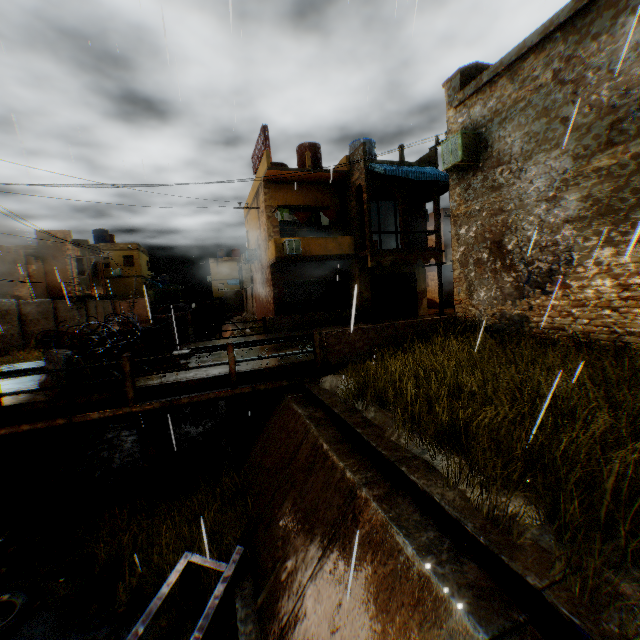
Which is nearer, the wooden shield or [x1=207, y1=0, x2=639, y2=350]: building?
[x1=207, y1=0, x2=639, y2=350]: building

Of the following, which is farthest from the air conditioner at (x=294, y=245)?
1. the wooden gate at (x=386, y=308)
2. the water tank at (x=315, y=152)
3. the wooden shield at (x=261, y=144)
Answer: the water tank at (x=315, y=152)

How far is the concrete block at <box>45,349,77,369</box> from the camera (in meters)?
7.63

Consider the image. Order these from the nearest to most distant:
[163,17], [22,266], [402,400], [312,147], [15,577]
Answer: [163,17], [402,400], [15,577], [312,147], [22,266]

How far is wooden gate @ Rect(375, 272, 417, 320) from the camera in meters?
19.7 m

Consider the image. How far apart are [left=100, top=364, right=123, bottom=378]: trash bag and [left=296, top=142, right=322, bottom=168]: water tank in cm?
1630

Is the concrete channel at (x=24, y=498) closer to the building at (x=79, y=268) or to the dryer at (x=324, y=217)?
the building at (x=79, y=268)
